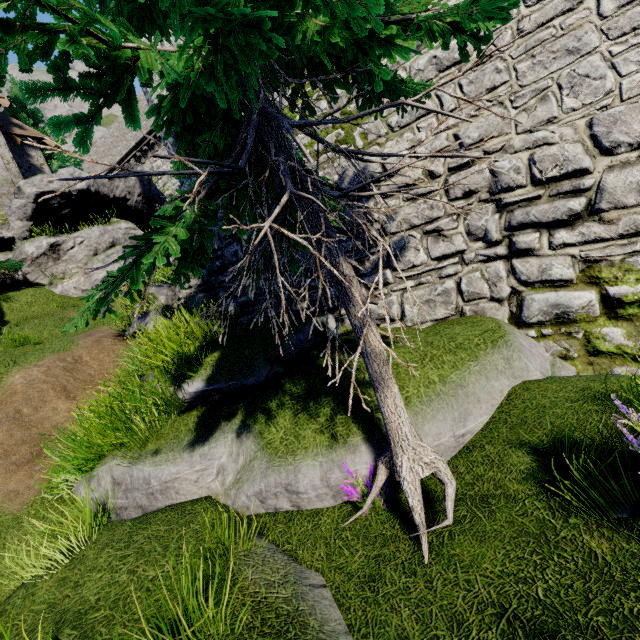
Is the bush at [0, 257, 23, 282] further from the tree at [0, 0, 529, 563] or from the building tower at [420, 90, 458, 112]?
the tree at [0, 0, 529, 563]

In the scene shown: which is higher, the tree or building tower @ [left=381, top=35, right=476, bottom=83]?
building tower @ [left=381, top=35, right=476, bottom=83]

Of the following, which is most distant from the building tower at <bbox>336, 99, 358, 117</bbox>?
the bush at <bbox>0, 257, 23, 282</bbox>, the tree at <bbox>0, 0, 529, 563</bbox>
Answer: the bush at <bbox>0, 257, 23, 282</bbox>

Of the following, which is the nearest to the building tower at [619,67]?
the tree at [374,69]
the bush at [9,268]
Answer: the tree at [374,69]

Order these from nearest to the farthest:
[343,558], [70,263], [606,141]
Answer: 1. [343,558]
2. [606,141]
3. [70,263]

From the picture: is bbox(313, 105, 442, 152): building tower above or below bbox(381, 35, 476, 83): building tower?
below

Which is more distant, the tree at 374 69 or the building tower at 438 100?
the building tower at 438 100

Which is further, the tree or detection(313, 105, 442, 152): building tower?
detection(313, 105, 442, 152): building tower
